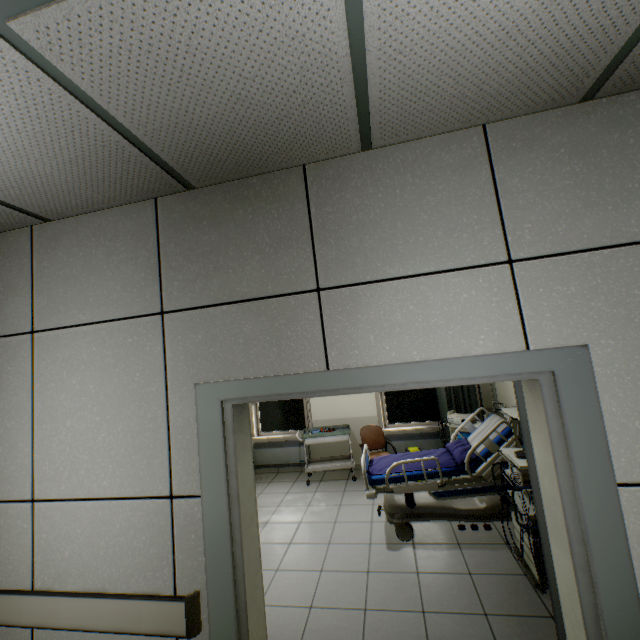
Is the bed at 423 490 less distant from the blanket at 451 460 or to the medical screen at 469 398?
the blanket at 451 460

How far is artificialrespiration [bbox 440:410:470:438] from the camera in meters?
4.8 m

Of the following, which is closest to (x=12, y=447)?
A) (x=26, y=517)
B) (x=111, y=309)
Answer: (x=26, y=517)

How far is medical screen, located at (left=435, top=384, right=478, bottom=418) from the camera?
5.75m

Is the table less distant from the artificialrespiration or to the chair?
the chair

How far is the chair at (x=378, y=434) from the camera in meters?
5.7

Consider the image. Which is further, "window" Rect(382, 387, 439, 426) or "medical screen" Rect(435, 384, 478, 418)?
"window" Rect(382, 387, 439, 426)

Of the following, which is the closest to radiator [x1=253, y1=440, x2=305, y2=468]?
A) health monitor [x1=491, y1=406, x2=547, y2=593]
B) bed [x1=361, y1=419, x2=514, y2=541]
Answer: bed [x1=361, y1=419, x2=514, y2=541]
